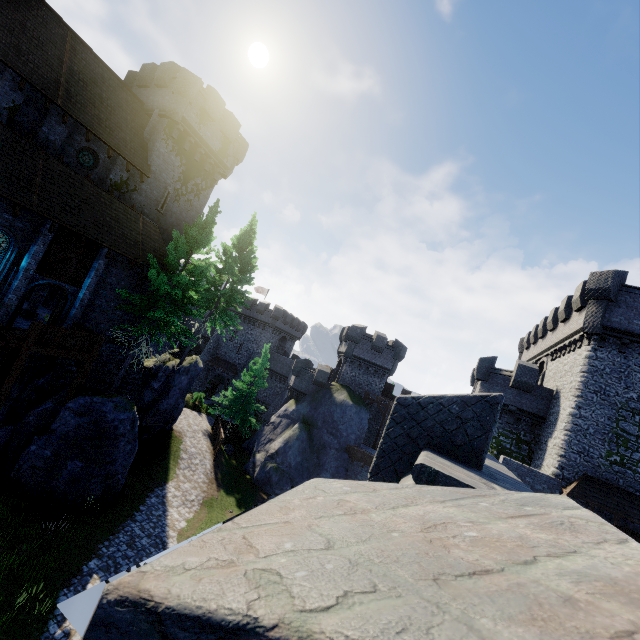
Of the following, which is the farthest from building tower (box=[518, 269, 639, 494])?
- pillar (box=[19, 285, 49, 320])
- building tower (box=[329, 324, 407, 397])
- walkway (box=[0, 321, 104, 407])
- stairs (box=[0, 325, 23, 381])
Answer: pillar (box=[19, 285, 49, 320])

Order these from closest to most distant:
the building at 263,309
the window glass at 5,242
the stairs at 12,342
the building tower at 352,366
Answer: the stairs at 12,342 → the window glass at 5,242 → the building tower at 352,366 → the building at 263,309

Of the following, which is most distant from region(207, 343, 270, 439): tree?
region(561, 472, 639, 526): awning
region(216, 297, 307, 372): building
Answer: region(561, 472, 639, 526): awning

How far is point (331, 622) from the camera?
0.6m

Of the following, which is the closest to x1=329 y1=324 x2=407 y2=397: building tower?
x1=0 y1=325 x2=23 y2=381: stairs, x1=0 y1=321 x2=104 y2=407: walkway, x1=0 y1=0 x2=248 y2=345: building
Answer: x1=0 y1=0 x2=248 y2=345: building

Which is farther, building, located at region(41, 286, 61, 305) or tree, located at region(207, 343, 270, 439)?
tree, located at region(207, 343, 270, 439)

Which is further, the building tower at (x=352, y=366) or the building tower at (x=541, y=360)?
the building tower at (x=352, y=366)

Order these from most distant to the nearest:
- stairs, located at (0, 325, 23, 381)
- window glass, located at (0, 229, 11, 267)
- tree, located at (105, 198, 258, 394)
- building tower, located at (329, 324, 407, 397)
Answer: building tower, located at (329, 324, 407, 397)
tree, located at (105, 198, 258, 394)
window glass, located at (0, 229, 11, 267)
stairs, located at (0, 325, 23, 381)
